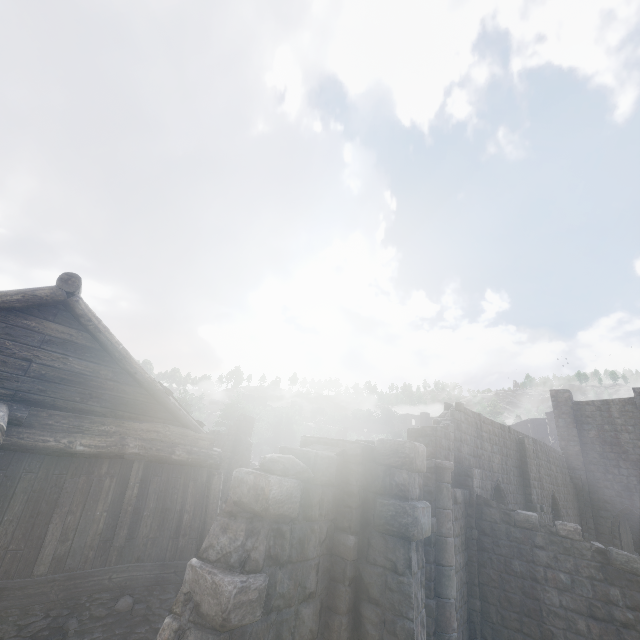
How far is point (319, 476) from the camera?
4.8m
